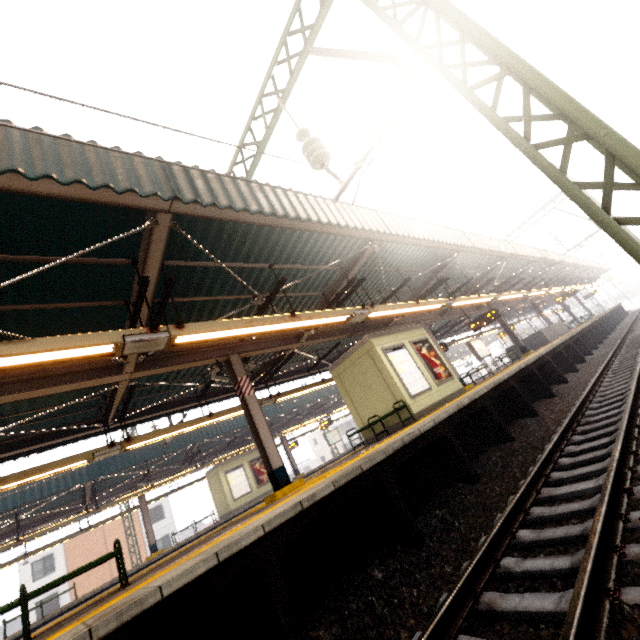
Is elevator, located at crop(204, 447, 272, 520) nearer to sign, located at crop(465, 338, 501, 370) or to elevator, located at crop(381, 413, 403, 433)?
elevator, located at crop(381, 413, 403, 433)

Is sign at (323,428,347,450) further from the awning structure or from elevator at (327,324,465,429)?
elevator at (327,324,465,429)

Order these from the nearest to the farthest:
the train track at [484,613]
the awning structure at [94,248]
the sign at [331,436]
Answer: the train track at [484,613], the awning structure at [94,248], the sign at [331,436]

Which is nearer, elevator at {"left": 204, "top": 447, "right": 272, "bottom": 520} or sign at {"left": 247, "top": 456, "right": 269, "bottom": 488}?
elevator at {"left": 204, "top": 447, "right": 272, "bottom": 520}

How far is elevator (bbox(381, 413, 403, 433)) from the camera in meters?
9.8 m

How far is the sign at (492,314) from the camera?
15.3m

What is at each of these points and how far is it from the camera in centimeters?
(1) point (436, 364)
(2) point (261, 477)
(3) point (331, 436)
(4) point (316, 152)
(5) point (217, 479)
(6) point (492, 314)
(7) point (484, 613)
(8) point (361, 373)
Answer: (1) sign, 1159cm
(2) sign, 2095cm
(3) sign, 2709cm
(4) power line, 560cm
(5) elevator, 1995cm
(6) sign, 1534cm
(7) train track, 266cm
(8) elevator, 1073cm

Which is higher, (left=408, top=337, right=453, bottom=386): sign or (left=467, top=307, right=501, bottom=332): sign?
(left=467, top=307, right=501, bottom=332): sign
